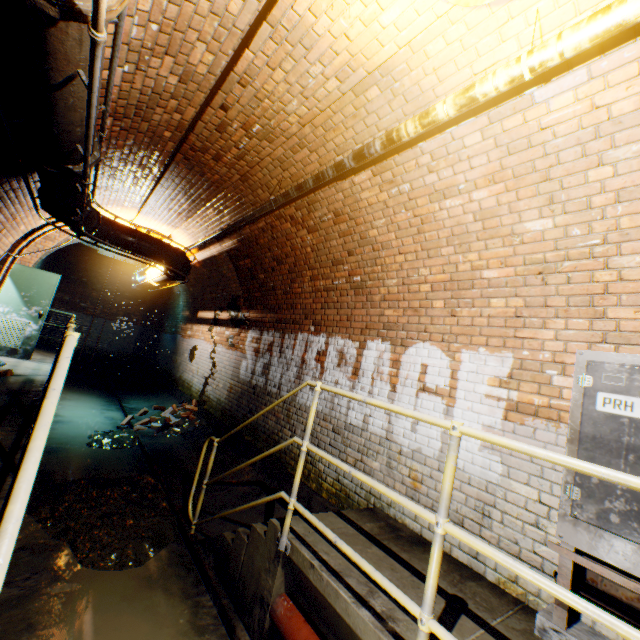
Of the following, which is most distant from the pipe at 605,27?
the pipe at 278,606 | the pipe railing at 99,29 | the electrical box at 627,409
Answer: the pipe at 278,606

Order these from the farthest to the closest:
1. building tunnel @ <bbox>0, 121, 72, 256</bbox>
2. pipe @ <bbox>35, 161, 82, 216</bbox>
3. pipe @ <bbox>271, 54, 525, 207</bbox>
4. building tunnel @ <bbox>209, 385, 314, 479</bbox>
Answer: building tunnel @ <bbox>209, 385, 314, 479</bbox>, building tunnel @ <bbox>0, 121, 72, 256</bbox>, pipe @ <bbox>35, 161, 82, 216</bbox>, pipe @ <bbox>271, 54, 525, 207</bbox>

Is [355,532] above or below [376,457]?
below

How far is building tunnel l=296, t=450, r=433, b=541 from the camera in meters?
3.3

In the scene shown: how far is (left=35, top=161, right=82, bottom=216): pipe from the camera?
3.16m

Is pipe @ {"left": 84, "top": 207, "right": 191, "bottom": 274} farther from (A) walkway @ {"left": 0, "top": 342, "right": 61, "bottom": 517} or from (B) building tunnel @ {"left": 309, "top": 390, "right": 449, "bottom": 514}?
(A) walkway @ {"left": 0, "top": 342, "right": 61, "bottom": 517}

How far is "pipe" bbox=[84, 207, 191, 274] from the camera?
5.2m

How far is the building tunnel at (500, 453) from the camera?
2.45m
